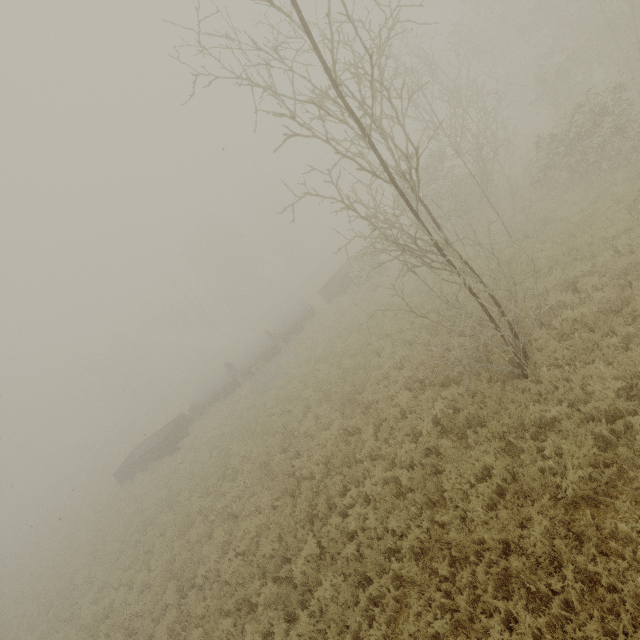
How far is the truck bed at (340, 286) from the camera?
24.4 meters

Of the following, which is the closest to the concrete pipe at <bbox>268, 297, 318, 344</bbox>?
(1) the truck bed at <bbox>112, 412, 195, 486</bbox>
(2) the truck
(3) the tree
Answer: (1) the truck bed at <bbox>112, 412, 195, 486</bbox>

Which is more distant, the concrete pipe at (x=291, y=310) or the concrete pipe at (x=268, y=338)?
the concrete pipe at (x=291, y=310)

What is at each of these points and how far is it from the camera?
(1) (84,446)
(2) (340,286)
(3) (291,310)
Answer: (1) truck, 52.2 meters
(2) truck bed, 24.4 meters
(3) concrete pipe, 25.8 meters

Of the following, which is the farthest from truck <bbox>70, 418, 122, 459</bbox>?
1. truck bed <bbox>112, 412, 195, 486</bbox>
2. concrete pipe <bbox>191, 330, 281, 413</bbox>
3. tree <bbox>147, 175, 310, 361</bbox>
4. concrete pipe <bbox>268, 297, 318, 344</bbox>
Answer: concrete pipe <bbox>268, 297, 318, 344</bbox>

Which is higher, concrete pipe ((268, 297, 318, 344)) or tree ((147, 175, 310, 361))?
tree ((147, 175, 310, 361))

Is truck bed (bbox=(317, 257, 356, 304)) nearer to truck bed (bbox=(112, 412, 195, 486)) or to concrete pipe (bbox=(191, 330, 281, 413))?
concrete pipe (bbox=(191, 330, 281, 413))

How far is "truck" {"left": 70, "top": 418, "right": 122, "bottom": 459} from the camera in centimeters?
5153cm
